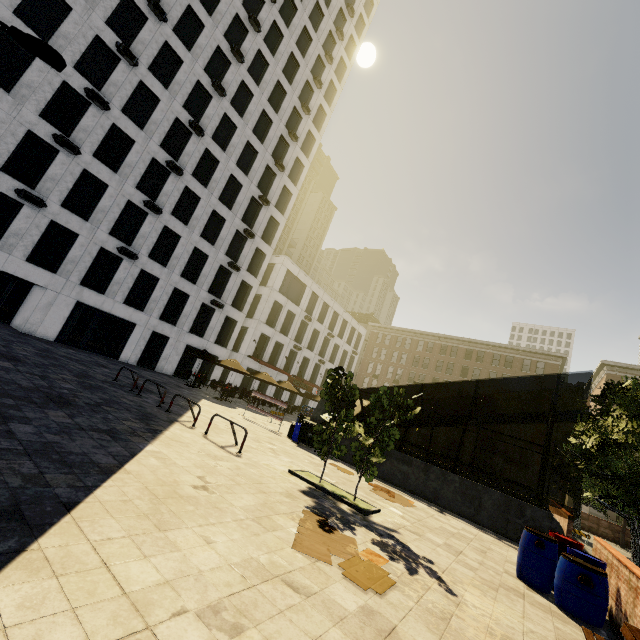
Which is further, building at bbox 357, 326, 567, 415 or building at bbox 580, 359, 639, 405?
building at bbox 357, 326, 567, 415

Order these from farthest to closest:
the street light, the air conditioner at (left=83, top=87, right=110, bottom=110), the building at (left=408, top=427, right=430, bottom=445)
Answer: the building at (left=408, top=427, right=430, bottom=445)
the air conditioner at (left=83, top=87, right=110, bottom=110)
the street light

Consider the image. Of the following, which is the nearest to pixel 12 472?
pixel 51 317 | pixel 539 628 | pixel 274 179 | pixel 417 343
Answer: pixel 539 628

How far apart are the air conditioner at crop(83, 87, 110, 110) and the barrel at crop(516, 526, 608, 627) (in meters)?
29.70

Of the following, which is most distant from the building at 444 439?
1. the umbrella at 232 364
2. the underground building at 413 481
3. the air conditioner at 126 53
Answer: the umbrella at 232 364

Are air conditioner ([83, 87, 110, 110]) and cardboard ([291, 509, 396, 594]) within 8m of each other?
no

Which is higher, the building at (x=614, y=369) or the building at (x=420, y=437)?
the building at (x=614, y=369)

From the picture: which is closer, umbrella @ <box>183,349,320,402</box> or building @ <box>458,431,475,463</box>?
umbrella @ <box>183,349,320,402</box>
